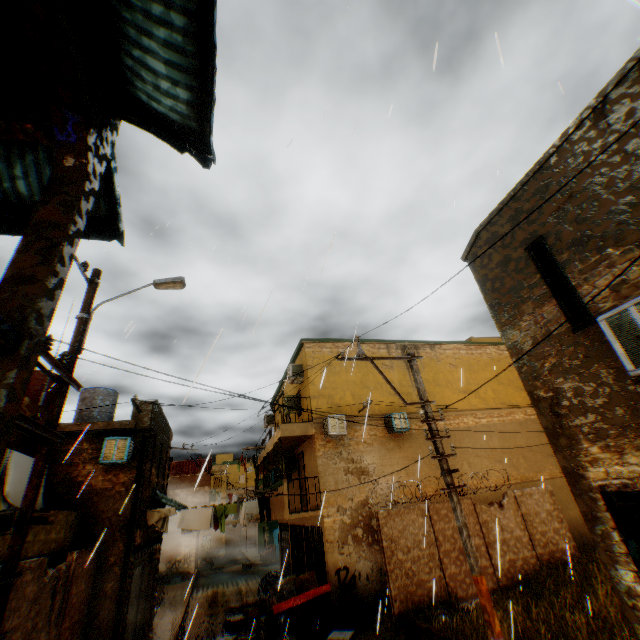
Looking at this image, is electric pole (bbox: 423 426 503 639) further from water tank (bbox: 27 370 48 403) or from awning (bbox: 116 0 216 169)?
water tank (bbox: 27 370 48 403)

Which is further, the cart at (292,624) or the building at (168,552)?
the building at (168,552)

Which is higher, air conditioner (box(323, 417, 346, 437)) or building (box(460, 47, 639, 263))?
building (box(460, 47, 639, 263))

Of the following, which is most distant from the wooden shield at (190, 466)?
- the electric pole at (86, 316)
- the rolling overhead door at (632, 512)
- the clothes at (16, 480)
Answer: the rolling overhead door at (632, 512)

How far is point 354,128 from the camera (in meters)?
3.65

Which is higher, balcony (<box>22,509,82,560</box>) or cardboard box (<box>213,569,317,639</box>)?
balcony (<box>22,509,82,560</box>)

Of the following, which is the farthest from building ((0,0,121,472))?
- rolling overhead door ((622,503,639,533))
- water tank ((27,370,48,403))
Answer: water tank ((27,370,48,403))

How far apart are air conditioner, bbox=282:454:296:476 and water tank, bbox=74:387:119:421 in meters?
8.5
